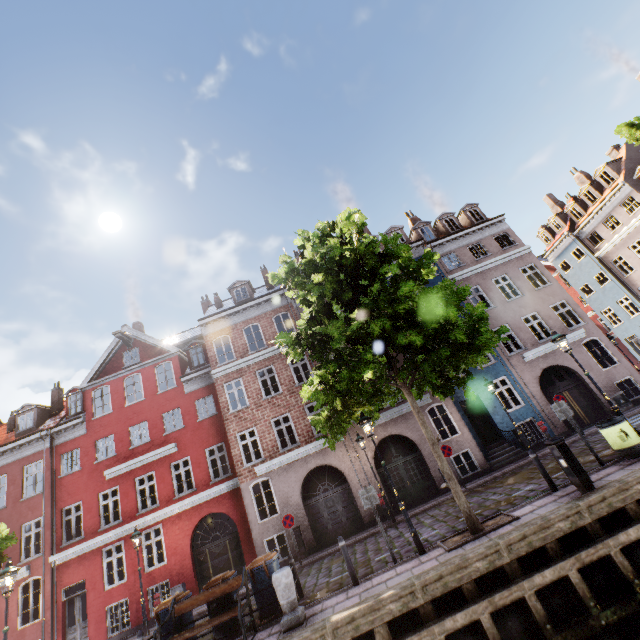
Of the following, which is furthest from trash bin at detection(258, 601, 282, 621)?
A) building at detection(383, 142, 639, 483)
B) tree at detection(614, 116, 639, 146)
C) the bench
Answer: building at detection(383, 142, 639, 483)

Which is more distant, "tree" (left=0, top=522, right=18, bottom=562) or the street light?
"tree" (left=0, top=522, right=18, bottom=562)

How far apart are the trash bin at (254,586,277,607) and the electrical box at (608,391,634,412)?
17.9m

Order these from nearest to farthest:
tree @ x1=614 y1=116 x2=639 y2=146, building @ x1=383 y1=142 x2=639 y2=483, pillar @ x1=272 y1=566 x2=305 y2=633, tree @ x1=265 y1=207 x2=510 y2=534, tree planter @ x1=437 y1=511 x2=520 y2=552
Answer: pillar @ x1=272 y1=566 x2=305 y2=633 → tree planter @ x1=437 y1=511 x2=520 y2=552 → tree @ x1=265 y1=207 x2=510 y2=534 → tree @ x1=614 y1=116 x2=639 y2=146 → building @ x1=383 y1=142 x2=639 y2=483

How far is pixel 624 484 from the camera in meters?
7.1 m

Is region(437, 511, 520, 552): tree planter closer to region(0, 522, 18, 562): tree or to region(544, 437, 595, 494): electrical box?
region(0, 522, 18, 562): tree

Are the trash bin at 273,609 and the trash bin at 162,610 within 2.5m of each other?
yes

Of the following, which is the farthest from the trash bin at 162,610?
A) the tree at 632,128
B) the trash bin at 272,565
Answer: the tree at 632,128
